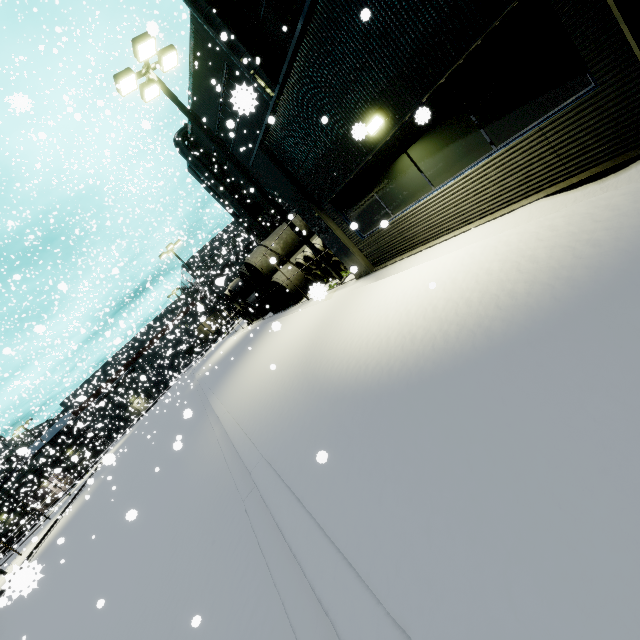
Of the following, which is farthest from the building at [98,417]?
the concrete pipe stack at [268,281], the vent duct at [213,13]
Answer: the concrete pipe stack at [268,281]

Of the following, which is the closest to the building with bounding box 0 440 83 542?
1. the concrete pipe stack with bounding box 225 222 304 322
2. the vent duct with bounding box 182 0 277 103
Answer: the vent duct with bounding box 182 0 277 103

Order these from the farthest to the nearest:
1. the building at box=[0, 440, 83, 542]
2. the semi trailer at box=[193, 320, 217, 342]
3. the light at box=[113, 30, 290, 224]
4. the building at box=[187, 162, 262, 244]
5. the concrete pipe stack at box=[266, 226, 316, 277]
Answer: the semi trailer at box=[193, 320, 217, 342]
the building at box=[0, 440, 83, 542]
the building at box=[187, 162, 262, 244]
the concrete pipe stack at box=[266, 226, 316, 277]
the light at box=[113, 30, 290, 224]

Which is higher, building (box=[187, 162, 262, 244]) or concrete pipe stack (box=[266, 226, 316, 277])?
building (box=[187, 162, 262, 244])

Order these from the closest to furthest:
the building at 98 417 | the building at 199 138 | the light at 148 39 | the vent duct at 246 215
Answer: the light at 148 39, the building at 199 138, the vent duct at 246 215, the building at 98 417

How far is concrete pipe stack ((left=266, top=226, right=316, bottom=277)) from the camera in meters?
14.9

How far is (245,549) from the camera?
4.4 meters

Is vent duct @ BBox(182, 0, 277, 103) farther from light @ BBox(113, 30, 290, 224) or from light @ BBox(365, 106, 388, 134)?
light @ BBox(365, 106, 388, 134)
